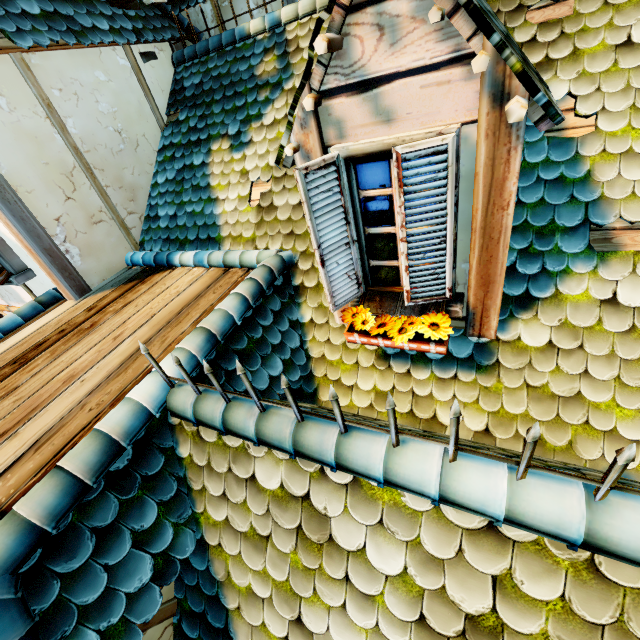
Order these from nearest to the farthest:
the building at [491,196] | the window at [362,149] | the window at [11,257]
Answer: the building at [491,196]
the window at [362,149]
the window at [11,257]

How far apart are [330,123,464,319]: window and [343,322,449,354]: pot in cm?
4

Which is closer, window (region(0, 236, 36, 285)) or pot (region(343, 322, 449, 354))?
pot (region(343, 322, 449, 354))

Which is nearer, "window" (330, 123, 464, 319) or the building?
the building

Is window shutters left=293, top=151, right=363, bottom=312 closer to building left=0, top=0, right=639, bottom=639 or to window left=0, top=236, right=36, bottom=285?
building left=0, top=0, right=639, bottom=639

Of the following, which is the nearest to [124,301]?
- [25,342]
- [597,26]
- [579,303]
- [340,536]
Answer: [25,342]

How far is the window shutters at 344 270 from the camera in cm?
213

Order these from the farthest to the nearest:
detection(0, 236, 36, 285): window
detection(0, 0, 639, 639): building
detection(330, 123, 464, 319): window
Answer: detection(0, 236, 36, 285): window
detection(330, 123, 464, 319): window
detection(0, 0, 639, 639): building
